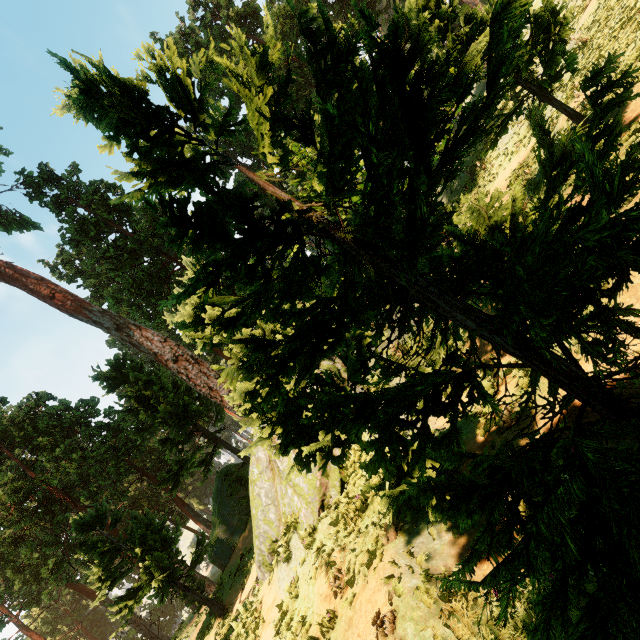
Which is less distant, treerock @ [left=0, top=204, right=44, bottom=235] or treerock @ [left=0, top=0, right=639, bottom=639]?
treerock @ [left=0, top=0, right=639, bottom=639]

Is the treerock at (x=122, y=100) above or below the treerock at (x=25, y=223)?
below

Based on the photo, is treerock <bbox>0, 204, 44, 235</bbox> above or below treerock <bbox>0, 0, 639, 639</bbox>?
above

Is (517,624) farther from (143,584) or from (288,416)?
(143,584)

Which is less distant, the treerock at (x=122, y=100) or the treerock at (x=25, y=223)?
the treerock at (x=122, y=100)
